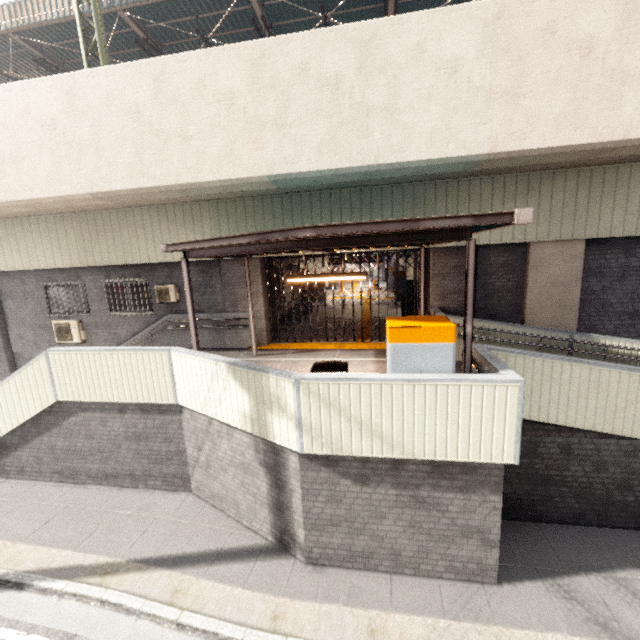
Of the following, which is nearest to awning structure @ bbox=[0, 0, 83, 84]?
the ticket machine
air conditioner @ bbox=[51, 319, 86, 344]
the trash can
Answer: air conditioner @ bbox=[51, 319, 86, 344]

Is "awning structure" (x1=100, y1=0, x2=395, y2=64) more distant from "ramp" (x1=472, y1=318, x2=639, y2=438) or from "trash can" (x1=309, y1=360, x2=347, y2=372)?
"trash can" (x1=309, y1=360, x2=347, y2=372)

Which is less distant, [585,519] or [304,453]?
[304,453]

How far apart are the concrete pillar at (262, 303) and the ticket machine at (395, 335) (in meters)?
6.32

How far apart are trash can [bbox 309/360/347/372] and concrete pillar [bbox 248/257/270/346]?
5.70m

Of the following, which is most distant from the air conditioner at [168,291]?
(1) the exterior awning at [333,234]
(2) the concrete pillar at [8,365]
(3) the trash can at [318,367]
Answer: (3) the trash can at [318,367]

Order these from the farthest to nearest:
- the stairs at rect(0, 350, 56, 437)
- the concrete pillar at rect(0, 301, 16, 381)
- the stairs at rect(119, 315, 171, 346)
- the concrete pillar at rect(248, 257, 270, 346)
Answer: the concrete pillar at rect(0, 301, 16, 381)
the stairs at rect(119, 315, 171, 346)
the concrete pillar at rect(248, 257, 270, 346)
the stairs at rect(0, 350, 56, 437)

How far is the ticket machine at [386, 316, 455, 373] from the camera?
4.3 meters
